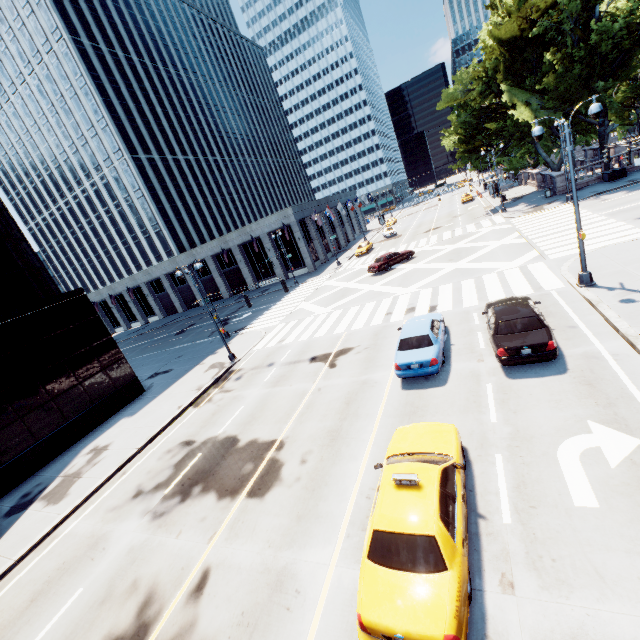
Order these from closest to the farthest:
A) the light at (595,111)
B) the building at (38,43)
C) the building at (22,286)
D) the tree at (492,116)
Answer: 1. the light at (595,111)
2. the building at (22,286)
3. the tree at (492,116)
4. the building at (38,43)

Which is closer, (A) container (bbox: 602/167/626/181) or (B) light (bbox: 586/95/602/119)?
(B) light (bbox: 586/95/602/119)

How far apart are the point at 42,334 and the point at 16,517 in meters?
9.9 m

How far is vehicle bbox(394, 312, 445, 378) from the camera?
12.19m

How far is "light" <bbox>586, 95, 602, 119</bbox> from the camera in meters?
12.2 m

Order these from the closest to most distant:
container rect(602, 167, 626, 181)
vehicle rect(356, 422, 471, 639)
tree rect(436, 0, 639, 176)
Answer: vehicle rect(356, 422, 471, 639) < tree rect(436, 0, 639, 176) < container rect(602, 167, 626, 181)

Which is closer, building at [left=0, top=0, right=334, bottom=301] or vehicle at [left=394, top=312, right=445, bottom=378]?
vehicle at [left=394, top=312, right=445, bottom=378]

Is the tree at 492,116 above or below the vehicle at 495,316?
above
